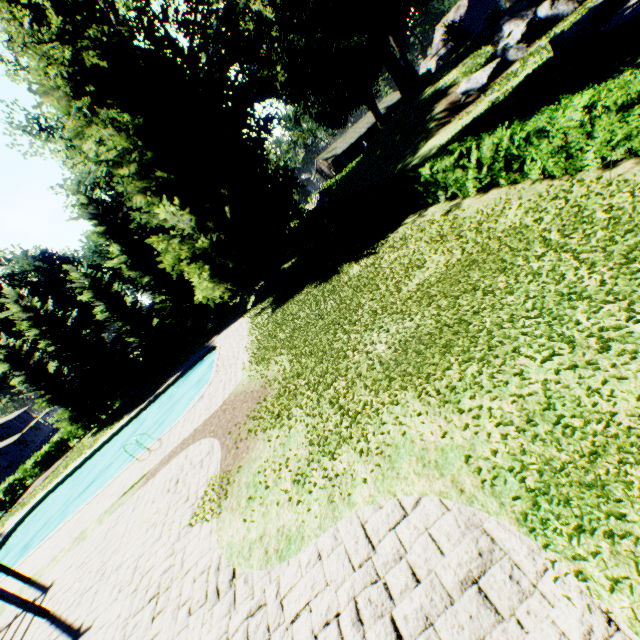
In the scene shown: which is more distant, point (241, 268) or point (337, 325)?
point (241, 268)

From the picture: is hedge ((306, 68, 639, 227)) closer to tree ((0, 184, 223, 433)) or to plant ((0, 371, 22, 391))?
plant ((0, 371, 22, 391))

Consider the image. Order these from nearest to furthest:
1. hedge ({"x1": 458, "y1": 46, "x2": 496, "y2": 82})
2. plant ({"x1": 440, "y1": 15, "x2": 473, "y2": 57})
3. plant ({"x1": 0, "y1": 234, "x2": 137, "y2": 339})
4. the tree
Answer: hedge ({"x1": 458, "y1": 46, "x2": 496, "y2": 82}) < the tree < plant ({"x1": 0, "y1": 234, "x2": 137, "y2": 339}) < plant ({"x1": 440, "y1": 15, "x2": 473, "y2": 57})

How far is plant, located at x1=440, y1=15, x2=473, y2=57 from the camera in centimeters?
4953cm

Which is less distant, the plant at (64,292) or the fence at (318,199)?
the plant at (64,292)

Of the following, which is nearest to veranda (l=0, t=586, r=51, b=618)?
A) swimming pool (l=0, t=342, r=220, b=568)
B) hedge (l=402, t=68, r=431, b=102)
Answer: swimming pool (l=0, t=342, r=220, b=568)

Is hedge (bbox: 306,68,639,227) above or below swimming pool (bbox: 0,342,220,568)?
above

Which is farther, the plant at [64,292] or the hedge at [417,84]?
the plant at [64,292]
